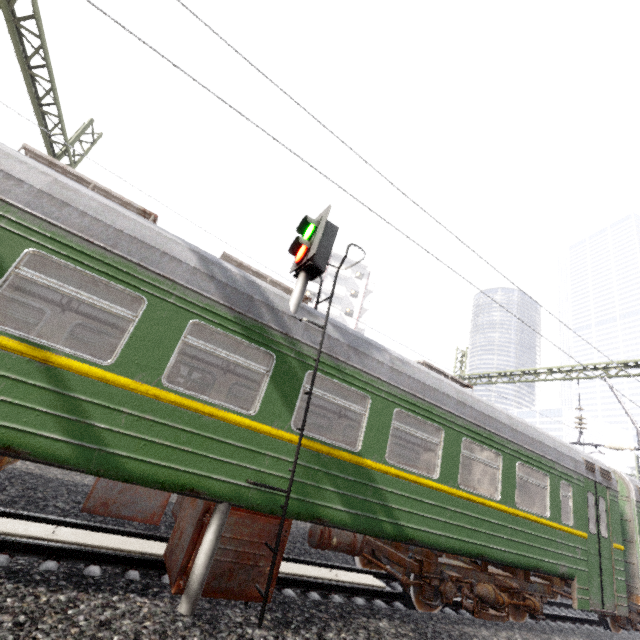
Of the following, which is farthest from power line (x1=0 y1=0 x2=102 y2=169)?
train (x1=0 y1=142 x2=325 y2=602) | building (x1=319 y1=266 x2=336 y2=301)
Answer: building (x1=319 y1=266 x2=336 y2=301)

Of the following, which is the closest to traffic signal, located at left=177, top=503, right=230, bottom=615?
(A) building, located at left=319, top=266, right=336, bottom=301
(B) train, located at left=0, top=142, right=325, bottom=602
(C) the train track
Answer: (B) train, located at left=0, top=142, right=325, bottom=602

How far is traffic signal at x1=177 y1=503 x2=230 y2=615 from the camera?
3.6 meters

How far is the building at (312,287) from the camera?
41.8 meters

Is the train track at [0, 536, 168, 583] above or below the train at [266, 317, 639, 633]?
below

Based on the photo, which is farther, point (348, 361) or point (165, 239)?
point (348, 361)

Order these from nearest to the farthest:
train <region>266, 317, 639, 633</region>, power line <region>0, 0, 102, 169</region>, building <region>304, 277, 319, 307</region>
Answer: train <region>266, 317, 639, 633</region>
power line <region>0, 0, 102, 169</region>
building <region>304, 277, 319, 307</region>

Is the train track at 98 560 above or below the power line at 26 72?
below
